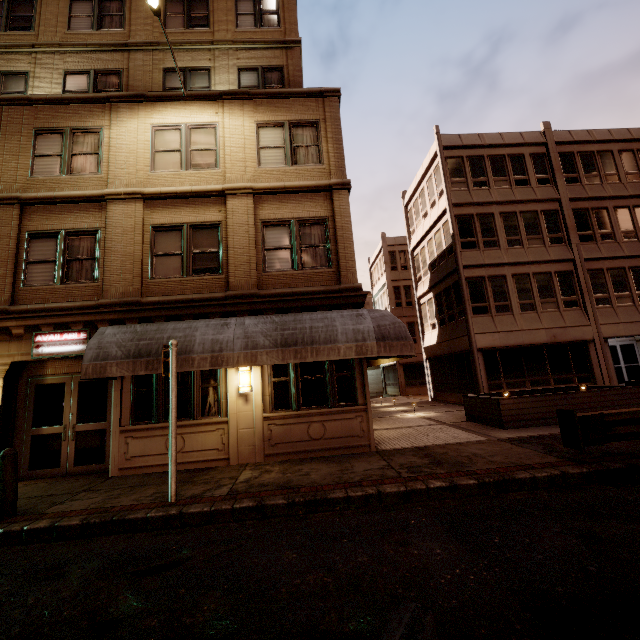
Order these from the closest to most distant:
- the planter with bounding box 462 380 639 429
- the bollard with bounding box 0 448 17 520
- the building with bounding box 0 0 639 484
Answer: the bollard with bounding box 0 448 17 520, the building with bounding box 0 0 639 484, the planter with bounding box 462 380 639 429

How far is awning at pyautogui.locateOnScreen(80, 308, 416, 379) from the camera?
7.6m

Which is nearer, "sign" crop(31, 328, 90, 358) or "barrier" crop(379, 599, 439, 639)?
"barrier" crop(379, 599, 439, 639)

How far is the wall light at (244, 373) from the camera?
8.9 meters

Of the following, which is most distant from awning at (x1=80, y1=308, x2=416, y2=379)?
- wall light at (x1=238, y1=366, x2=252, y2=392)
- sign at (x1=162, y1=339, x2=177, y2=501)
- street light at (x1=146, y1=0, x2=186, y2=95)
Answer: street light at (x1=146, y1=0, x2=186, y2=95)

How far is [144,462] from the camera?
8.53m

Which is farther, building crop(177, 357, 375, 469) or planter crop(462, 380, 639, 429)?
planter crop(462, 380, 639, 429)

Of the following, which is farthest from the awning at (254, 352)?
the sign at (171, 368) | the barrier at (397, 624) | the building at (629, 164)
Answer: the barrier at (397, 624)
